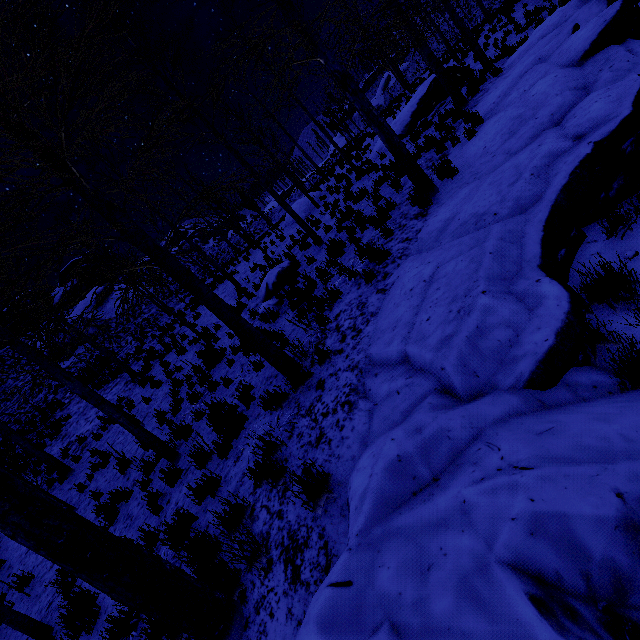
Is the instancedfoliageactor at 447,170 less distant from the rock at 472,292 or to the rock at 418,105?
the rock at 472,292

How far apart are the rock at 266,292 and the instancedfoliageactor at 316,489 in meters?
6.9 m

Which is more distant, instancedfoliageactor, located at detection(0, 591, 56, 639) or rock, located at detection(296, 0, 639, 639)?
instancedfoliageactor, located at detection(0, 591, 56, 639)

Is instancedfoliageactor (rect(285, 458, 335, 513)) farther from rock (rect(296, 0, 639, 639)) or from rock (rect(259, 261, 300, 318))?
rock (rect(259, 261, 300, 318))

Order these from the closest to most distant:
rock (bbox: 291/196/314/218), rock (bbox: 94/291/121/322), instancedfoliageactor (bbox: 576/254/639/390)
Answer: instancedfoliageactor (bbox: 576/254/639/390) < rock (bbox: 291/196/314/218) < rock (bbox: 94/291/121/322)

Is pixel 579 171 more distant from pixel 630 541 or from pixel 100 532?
pixel 100 532

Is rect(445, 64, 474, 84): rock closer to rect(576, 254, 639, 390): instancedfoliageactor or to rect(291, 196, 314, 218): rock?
rect(291, 196, 314, 218): rock

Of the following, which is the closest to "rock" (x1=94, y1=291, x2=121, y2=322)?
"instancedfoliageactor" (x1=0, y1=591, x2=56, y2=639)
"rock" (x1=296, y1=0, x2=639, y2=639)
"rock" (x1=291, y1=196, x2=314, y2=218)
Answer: "rock" (x1=291, y1=196, x2=314, y2=218)
